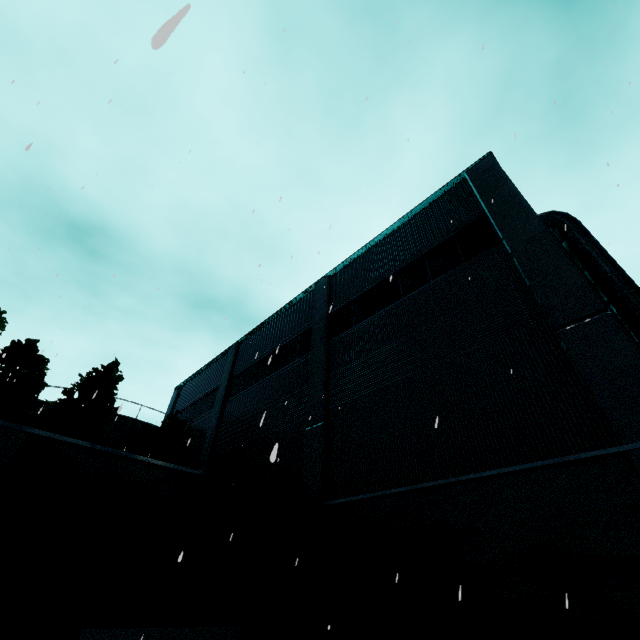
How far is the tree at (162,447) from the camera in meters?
17.0

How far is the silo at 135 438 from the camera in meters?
21.1

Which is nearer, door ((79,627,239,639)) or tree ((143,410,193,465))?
door ((79,627,239,639))

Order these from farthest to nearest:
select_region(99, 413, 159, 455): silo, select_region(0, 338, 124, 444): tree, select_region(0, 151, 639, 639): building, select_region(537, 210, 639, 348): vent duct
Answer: select_region(99, 413, 159, 455): silo, select_region(0, 338, 124, 444): tree, select_region(537, 210, 639, 348): vent duct, select_region(0, 151, 639, 639): building

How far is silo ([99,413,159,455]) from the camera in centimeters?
2106cm

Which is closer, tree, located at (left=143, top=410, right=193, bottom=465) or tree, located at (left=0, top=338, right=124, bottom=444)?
tree, located at (left=0, top=338, right=124, bottom=444)

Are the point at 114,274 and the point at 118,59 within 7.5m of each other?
yes

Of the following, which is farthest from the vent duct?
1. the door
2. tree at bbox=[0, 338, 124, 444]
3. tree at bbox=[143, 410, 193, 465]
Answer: tree at bbox=[0, 338, 124, 444]
